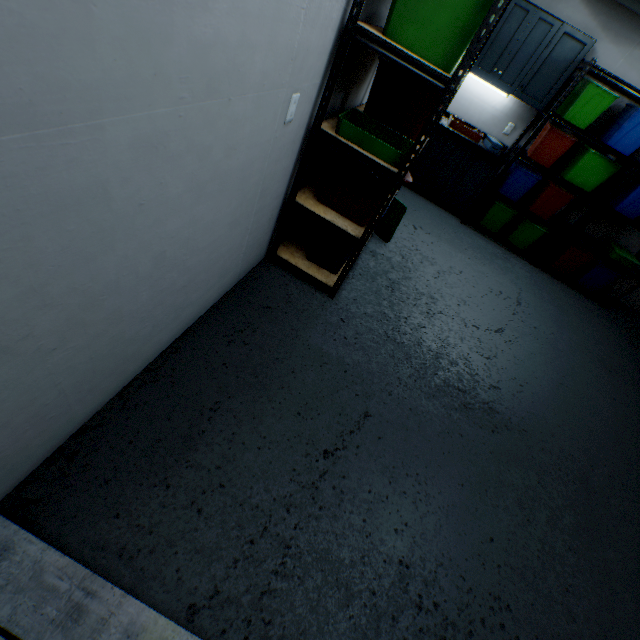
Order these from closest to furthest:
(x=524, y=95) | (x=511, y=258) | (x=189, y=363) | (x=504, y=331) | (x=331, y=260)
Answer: (x=189, y=363), (x=331, y=260), (x=504, y=331), (x=524, y=95), (x=511, y=258)

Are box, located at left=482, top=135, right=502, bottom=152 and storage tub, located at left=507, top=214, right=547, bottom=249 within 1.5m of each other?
yes

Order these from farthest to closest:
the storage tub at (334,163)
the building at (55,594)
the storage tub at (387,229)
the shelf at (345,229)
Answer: the storage tub at (387,229) < the storage tub at (334,163) < the shelf at (345,229) < the building at (55,594)

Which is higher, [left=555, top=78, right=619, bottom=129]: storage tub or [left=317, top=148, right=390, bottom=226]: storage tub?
[left=555, top=78, right=619, bottom=129]: storage tub

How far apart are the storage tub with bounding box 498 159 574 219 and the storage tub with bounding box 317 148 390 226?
2.4m

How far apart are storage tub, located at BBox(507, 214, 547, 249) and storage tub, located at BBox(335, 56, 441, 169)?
2.9 meters

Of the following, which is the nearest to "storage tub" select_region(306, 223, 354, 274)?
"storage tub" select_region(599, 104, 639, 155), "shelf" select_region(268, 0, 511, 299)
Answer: "shelf" select_region(268, 0, 511, 299)

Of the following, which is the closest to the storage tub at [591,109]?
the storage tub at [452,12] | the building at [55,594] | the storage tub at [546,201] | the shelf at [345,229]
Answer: the storage tub at [546,201]
